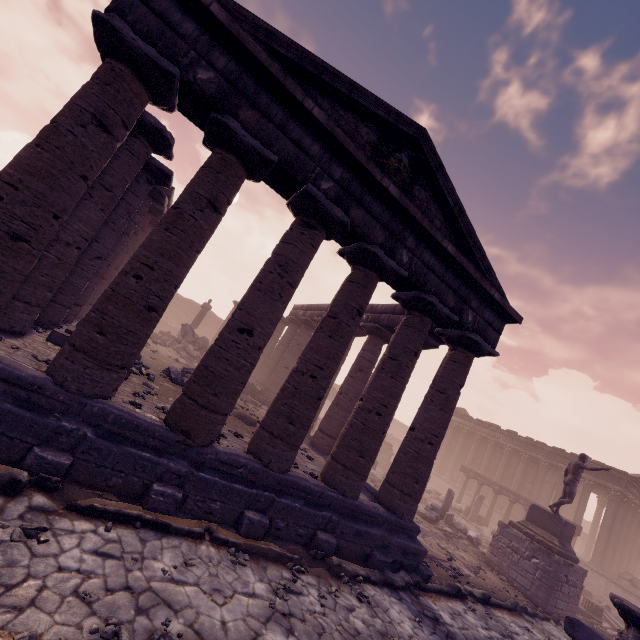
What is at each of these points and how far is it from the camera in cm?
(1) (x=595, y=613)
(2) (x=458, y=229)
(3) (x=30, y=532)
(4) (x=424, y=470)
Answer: (1) column base, 1355
(2) pediment, 875
(3) stone, 377
(4) column, 875

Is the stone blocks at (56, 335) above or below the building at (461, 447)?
below

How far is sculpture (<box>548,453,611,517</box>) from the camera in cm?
1297

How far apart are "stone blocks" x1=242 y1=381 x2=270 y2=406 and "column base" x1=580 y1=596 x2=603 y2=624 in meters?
16.8

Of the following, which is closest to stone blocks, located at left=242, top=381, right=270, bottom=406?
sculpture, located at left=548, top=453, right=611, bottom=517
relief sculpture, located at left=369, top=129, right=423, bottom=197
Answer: relief sculpture, located at left=369, top=129, right=423, bottom=197

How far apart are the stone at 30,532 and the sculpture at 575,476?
16.35m

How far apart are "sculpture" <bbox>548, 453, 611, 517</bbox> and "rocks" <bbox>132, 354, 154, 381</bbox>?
15.7m

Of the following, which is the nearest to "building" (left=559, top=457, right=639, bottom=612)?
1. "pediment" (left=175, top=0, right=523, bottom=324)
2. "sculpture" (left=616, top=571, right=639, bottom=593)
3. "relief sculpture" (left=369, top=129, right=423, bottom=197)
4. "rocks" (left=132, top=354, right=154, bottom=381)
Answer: "sculpture" (left=616, top=571, right=639, bottom=593)
